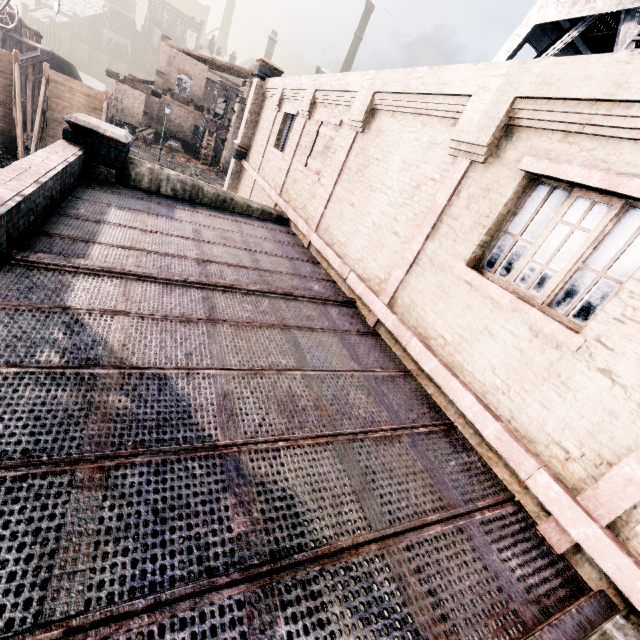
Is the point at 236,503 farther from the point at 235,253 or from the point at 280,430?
the point at 235,253

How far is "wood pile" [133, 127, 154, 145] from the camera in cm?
3869

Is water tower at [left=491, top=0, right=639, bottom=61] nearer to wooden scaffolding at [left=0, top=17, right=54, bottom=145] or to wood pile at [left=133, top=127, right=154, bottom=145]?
wooden scaffolding at [left=0, top=17, right=54, bottom=145]

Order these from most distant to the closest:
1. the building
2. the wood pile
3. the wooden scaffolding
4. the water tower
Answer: the wood pile, the wooden scaffolding, the water tower, the building

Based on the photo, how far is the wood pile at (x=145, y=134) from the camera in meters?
38.7

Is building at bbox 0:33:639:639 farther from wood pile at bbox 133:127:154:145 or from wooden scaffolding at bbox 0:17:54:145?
wood pile at bbox 133:127:154:145

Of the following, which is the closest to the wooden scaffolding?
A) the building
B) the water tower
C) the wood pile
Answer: the wood pile

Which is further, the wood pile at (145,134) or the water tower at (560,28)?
the wood pile at (145,134)
